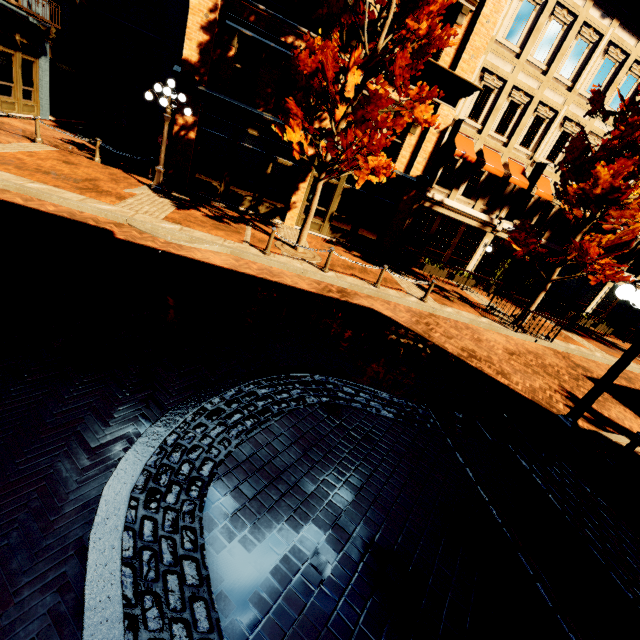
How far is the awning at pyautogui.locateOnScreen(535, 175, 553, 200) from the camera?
16.0m

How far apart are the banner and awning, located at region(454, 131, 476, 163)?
3.44m

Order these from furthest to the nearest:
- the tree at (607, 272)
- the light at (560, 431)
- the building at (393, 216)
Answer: the building at (393, 216) < the tree at (607, 272) < the light at (560, 431)

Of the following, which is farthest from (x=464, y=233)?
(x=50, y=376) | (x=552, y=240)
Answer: (x=50, y=376)

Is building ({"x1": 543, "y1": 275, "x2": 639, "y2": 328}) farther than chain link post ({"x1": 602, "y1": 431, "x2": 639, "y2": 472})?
Yes

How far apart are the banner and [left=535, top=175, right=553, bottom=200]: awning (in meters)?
0.36

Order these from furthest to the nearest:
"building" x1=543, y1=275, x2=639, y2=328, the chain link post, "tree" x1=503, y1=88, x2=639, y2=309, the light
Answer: "building" x1=543, y1=275, x2=639, y2=328 → "tree" x1=503, y1=88, x2=639, y2=309 → the chain link post → the light

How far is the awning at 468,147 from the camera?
14.5 meters
